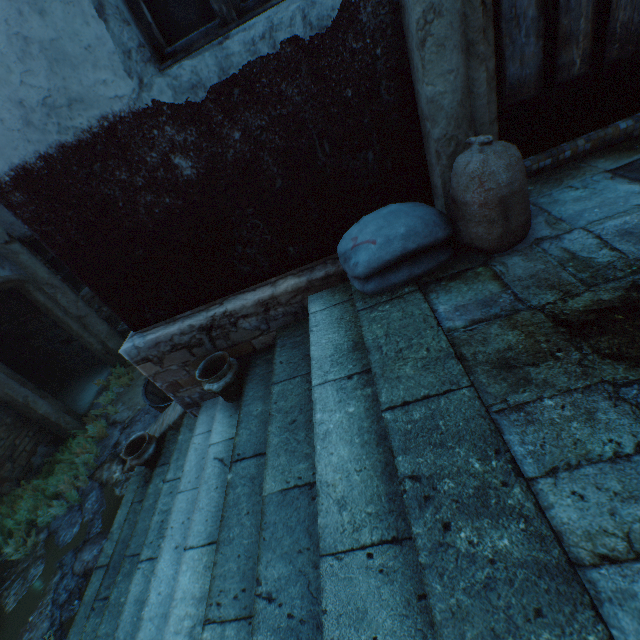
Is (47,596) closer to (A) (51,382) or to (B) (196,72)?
(A) (51,382)

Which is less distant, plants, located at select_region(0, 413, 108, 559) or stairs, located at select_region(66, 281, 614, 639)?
stairs, located at select_region(66, 281, 614, 639)

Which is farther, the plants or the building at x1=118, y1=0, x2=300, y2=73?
the plants

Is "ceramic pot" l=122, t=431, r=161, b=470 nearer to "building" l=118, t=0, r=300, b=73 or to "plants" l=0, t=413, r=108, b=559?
"building" l=118, t=0, r=300, b=73

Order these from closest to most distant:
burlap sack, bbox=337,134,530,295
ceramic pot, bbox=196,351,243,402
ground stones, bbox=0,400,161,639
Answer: burlap sack, bbox=337,134,530,295, ceramic pot, bbox=196,351,243,402, ground stones, bbox=0,400,161,639

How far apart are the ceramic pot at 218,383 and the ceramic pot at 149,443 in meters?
1.4 m

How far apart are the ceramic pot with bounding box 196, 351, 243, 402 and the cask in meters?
1.5

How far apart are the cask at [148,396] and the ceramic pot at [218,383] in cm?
152
